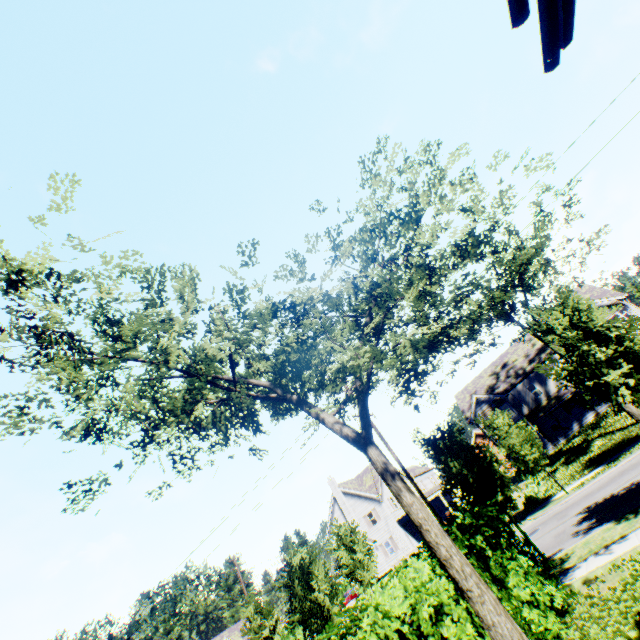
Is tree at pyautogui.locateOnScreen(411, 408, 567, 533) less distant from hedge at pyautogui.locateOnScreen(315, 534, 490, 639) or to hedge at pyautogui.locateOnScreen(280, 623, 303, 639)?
hedge at pyautogui.locateOnScreen(315, 534, 490, 639)

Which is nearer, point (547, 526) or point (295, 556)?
point (547, 526)

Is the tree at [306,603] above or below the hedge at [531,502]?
above

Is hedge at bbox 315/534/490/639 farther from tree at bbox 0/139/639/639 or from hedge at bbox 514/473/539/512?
hedge at bbox 514/473/539/512

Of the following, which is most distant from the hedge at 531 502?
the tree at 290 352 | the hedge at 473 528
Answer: the hedge at 473 528

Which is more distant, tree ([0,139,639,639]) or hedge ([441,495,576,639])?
hedge ([441,495,576,639])

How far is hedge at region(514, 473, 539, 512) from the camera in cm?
2311

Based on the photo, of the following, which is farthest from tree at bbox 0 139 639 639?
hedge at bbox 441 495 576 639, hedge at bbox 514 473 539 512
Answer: hedge at bbox 514 473 539 512
